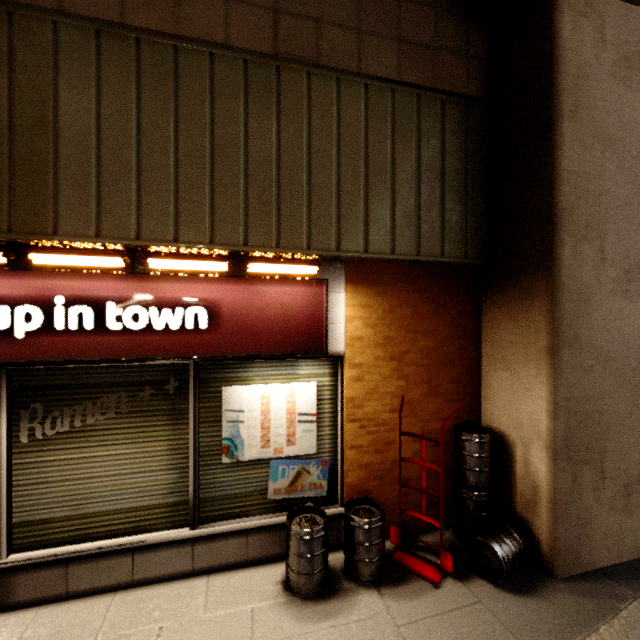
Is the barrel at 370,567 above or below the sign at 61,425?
below

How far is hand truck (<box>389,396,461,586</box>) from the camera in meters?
3.0 m

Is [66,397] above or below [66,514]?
→ above

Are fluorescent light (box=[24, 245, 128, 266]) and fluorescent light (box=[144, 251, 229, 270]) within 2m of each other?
yes

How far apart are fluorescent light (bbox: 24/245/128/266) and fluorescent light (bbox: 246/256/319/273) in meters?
1.0

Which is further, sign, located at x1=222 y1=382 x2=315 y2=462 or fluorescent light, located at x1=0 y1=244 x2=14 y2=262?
sign, located at x1=222 y1=382 x2=315 y2=462

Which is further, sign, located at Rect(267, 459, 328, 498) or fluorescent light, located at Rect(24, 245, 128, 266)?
sign, located at Rect(267, 459, 328, 498)

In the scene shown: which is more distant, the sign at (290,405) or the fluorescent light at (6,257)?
the sign at (290,405)
